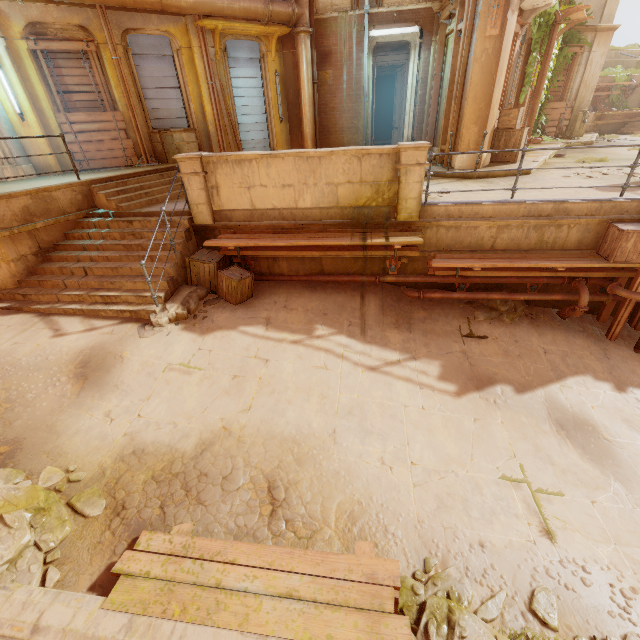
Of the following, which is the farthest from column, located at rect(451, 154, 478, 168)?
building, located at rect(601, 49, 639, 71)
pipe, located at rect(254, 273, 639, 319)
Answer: pipe, located at rect(254, 273, 639, 319)

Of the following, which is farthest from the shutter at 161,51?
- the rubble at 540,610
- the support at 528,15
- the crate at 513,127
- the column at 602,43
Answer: the column at 602,43

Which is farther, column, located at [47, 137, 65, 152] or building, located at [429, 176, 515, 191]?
column, located at [47, 137, 65, 152]

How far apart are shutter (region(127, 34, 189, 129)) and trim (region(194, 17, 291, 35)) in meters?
0.9

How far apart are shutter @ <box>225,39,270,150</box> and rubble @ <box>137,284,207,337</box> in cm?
689

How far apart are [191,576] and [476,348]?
6.2 meters

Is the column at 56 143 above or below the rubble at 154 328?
above

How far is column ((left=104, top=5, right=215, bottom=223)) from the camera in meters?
7.2
